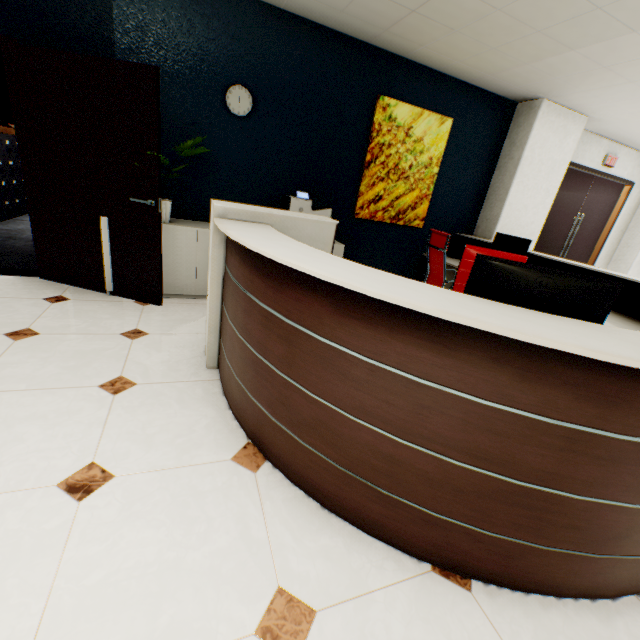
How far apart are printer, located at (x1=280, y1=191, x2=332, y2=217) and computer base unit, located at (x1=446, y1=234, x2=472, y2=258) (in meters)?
2.32

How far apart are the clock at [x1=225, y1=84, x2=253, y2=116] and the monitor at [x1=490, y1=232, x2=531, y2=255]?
3.4 meters

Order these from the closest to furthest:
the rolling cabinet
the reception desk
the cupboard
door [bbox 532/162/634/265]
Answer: the reception desk
the rolling cabinet
the cupboard
door [bbox 532/162/634/265]

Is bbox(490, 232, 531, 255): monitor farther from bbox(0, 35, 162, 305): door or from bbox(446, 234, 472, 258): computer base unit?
bbox(0, 35, 162, 305): door

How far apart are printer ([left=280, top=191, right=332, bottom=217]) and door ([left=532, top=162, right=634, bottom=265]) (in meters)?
4.15

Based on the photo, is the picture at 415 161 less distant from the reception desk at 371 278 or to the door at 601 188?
the reception desk at 371 278

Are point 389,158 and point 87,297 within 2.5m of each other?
no

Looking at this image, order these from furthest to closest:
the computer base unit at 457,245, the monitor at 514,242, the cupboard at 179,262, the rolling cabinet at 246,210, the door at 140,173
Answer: the computer base unit at 457,245
the monitor at 514,242
the cupboard at 179,262
the door at 140,173
the rolling cabinet at 246,210
